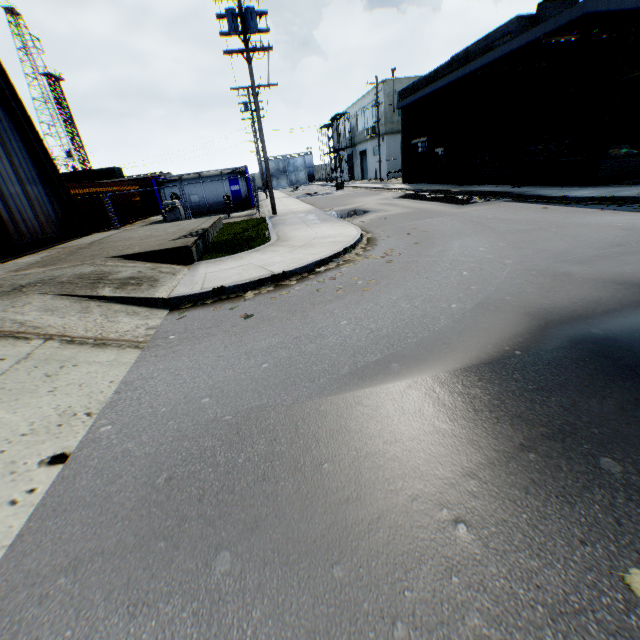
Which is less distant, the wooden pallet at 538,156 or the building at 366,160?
the wooden pallet at 538,156

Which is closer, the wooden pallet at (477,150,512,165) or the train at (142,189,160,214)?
the wooden pallet at (477,150,512,165)

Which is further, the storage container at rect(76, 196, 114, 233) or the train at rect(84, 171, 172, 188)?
the train at rect(84, 171, 172, 188)

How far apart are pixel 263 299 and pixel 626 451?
5.2 meters

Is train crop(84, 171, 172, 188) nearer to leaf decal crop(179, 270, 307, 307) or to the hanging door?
the hanging door

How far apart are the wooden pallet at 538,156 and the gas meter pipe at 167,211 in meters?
19.4

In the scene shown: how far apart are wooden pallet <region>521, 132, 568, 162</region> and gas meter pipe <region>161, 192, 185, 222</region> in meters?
19.4

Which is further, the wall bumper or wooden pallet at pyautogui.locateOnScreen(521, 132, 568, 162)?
wooden pallet at pyautogui.locateOnScreen(521, 132, 568, 162)
